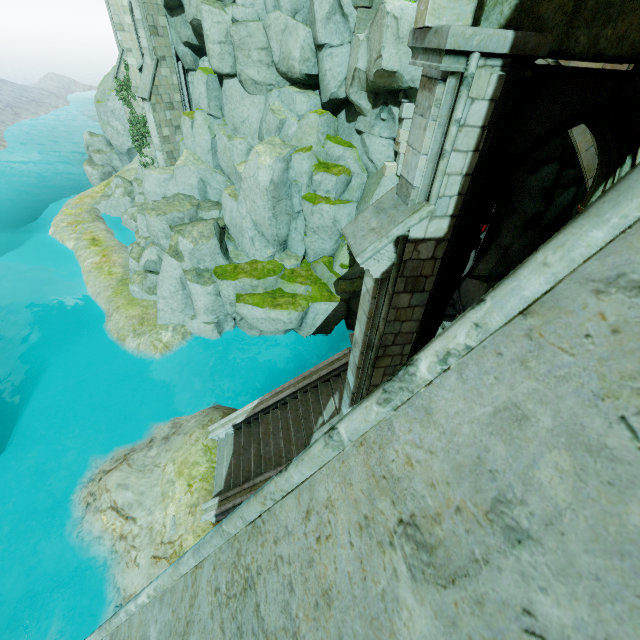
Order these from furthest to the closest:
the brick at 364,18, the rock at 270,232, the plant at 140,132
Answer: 1. the plant at 140,132
2. the rock at 270,232
3. the brick at 364,18

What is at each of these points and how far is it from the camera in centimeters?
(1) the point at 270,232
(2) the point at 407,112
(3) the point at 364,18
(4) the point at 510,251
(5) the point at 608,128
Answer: (1) rock, 1574cm
(2) brick, 1207cm
(3) brick, 1157cm
(4) rock, 1584cm
(5) archway, 422cm

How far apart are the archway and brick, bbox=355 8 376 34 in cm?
1056

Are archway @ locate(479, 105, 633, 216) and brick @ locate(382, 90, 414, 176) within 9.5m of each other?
yes

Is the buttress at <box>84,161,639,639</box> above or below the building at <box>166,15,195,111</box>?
above

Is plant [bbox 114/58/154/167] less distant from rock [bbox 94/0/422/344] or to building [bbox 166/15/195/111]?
rock [bbox 94/0/422/344]

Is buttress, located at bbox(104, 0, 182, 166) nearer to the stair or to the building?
the building

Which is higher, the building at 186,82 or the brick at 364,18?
the brick at 364,18
